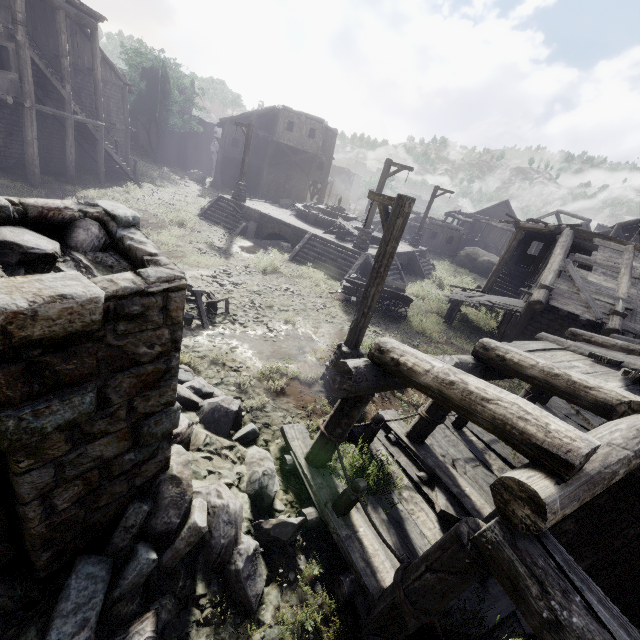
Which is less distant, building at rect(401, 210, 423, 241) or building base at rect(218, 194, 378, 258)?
building base at rect(218, 194, 378, 258)

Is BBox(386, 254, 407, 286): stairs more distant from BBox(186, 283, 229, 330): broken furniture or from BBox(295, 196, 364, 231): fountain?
BBox(186, 283, 229, 330): broken furniture

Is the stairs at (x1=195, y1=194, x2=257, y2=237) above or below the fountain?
below

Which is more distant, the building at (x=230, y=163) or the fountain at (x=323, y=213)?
the building at (x=230, y=163)

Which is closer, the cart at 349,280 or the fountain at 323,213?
the cart at 349,280

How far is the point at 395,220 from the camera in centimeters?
644cm

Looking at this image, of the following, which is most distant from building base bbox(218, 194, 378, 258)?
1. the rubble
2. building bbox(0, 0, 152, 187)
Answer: the rubble

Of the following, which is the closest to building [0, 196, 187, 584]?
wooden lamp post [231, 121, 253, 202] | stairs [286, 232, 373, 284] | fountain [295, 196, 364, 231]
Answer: wooden lamp post [231, 121, 253, 202]
